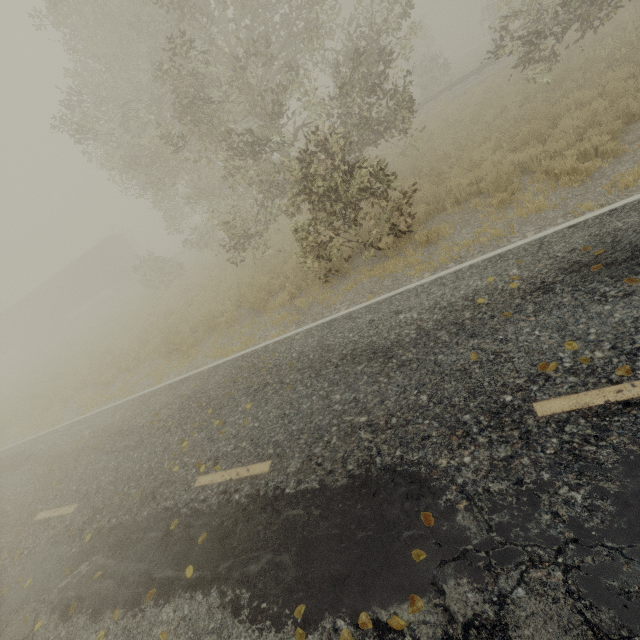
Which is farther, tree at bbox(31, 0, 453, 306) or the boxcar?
the boxcar

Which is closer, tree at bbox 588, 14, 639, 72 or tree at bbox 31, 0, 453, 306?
tree at bbox 31, 0, 453, 306

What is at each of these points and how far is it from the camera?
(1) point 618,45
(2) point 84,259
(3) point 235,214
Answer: (1) tree, 11.2 meters
(2) boxcar, 32.0 meters
(3) tree, 11.1 meters

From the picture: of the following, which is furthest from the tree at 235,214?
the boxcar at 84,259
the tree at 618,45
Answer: the boxcar at 84,259

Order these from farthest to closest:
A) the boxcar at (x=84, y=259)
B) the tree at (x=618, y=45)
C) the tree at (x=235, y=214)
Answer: the boxcar at (x=84, y=259)
the tree at (x=618, y=45)
the tree at (x=235, y=214)

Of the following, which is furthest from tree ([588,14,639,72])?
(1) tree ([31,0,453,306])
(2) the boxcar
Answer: (2) the boxcar
